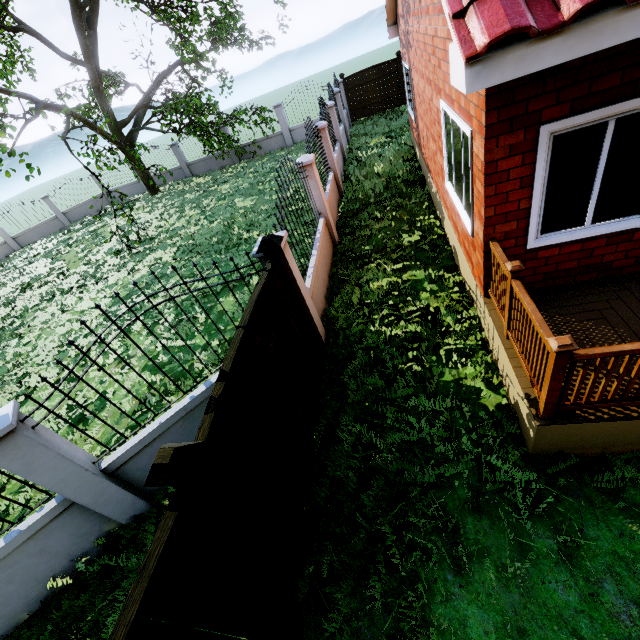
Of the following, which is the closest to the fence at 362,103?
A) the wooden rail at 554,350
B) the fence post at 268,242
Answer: the fence post at 268,242

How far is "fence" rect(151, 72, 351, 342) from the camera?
5.6 meters

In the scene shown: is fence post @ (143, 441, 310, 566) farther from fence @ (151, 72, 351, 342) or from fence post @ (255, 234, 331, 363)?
fence post @ (255, 234, 331, 363)

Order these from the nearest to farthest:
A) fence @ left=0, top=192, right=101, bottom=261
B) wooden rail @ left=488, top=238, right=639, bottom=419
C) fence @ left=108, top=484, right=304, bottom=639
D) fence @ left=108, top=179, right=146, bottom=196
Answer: fence @ left=108, top=484, right=304, bottom=639, wooden rail @ left=488, top=238, right=639, bottom=419, fence @ left=0, top=192, right=101, bottom=261, fence @ left=108, top=179, right=146, bottom=196

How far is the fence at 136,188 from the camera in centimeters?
2322cm

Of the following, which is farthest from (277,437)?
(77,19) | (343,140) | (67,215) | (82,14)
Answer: (67,215)

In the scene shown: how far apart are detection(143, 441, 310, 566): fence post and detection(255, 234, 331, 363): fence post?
2.5 meters
